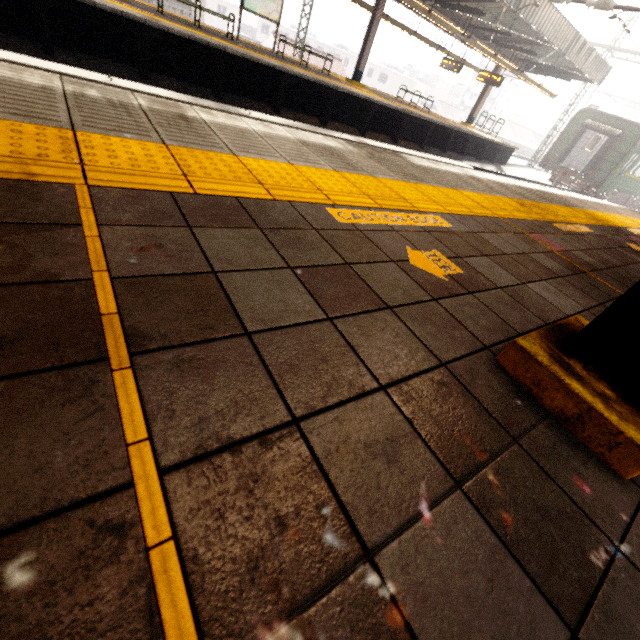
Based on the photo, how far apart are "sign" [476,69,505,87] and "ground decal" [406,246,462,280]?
20.8 meters

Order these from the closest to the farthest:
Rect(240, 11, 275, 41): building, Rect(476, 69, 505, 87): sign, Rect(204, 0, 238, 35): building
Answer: Rect(476, 69, 505, 87): sign < Rect(204, 0, 238, 35): building < Rect(240, 11, 275, 41): building

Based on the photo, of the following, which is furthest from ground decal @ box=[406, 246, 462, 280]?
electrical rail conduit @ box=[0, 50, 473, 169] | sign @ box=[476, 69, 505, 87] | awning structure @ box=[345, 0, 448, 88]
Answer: sign @ box=[476, 69, 505, 87]

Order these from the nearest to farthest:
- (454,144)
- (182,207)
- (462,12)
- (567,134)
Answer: (182,207)
(462,12)
(454,144)
(567,134)

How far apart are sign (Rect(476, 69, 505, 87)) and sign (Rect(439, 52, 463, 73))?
1.4m

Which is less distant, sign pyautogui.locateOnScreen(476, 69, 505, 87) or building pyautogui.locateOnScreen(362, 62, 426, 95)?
sign pyautogui.locateOnScreen(476, 69, 505, 87)

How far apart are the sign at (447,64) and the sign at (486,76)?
1.4m

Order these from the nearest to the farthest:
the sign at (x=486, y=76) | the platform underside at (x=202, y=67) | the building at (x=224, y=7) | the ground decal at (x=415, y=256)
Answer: the ground decal at (x=415, y=256) → the platform underside at (x=202, y=67) → the sign at (x=486, y=76) → the building at (x=224, y=7)
